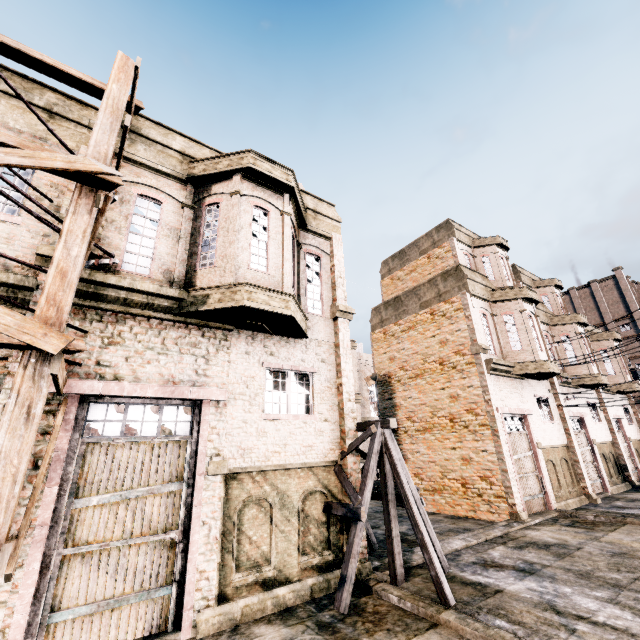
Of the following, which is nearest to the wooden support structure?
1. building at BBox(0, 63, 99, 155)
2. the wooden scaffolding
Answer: building at BBox(0, 63, 99, 155)

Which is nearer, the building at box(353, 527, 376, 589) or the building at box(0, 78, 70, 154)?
the building at box(0, 78, 70, 154)

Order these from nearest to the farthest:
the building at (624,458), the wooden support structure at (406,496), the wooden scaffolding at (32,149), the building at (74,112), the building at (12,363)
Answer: the wooden scaffolding at (32,149)
the building at (12,363)
the building at (624,458)
the wooden support structure at (406,496)
the building at (74,112)

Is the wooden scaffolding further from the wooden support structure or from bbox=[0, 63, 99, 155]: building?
the wooden support structure

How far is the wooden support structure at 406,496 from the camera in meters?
7.0 m

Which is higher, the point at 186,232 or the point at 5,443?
the point at 186,232

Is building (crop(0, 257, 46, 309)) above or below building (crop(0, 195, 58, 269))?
below
